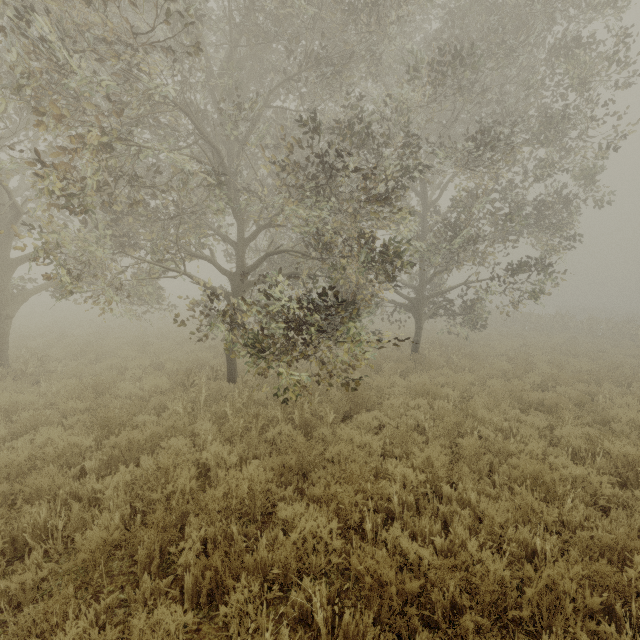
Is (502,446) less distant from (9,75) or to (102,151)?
(102,151)

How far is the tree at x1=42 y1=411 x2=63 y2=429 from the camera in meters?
6.0

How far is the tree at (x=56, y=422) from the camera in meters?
6.0
